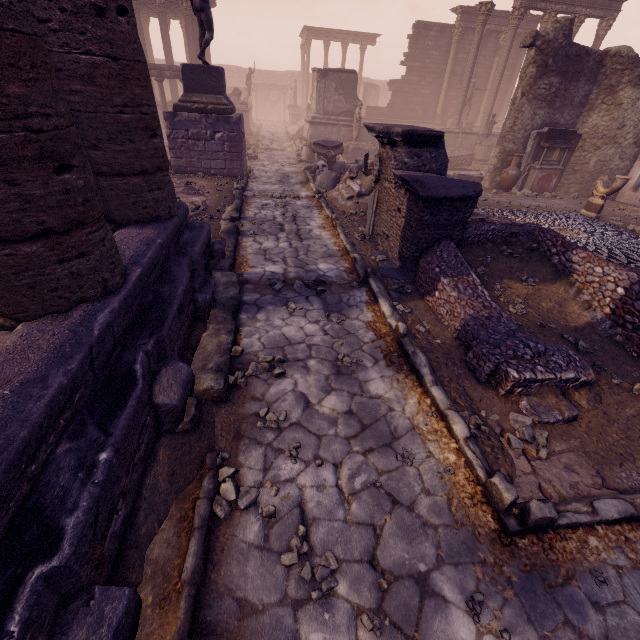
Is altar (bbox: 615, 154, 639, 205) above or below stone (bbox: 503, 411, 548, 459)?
above

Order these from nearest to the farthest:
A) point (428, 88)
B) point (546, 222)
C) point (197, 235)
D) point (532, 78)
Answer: point (197, 235)
point (546, 222)
point (532, 78)
point (428, 88)

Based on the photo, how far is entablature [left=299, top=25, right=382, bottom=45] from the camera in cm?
3056

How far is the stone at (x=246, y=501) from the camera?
2.5m

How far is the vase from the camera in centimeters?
1212cm

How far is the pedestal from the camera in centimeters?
998cm

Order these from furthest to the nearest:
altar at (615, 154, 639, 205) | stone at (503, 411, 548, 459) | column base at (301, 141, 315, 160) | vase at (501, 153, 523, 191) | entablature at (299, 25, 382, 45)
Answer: entablature at (299, 25, 382, 45) < column base at (301, 141, 315, 160) < vase at (501, 153, 523, 191) < altar at (615, 154, 639, 205) < stone at (503, 411, 548, 459)

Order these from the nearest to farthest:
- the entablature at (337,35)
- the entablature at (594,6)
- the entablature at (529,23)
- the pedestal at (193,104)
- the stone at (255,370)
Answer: the stone at (255,370) < the pedestal at (193,104) < the entablature at (594,6) < the entablature at (529,23) < the entablature at (337,35)
